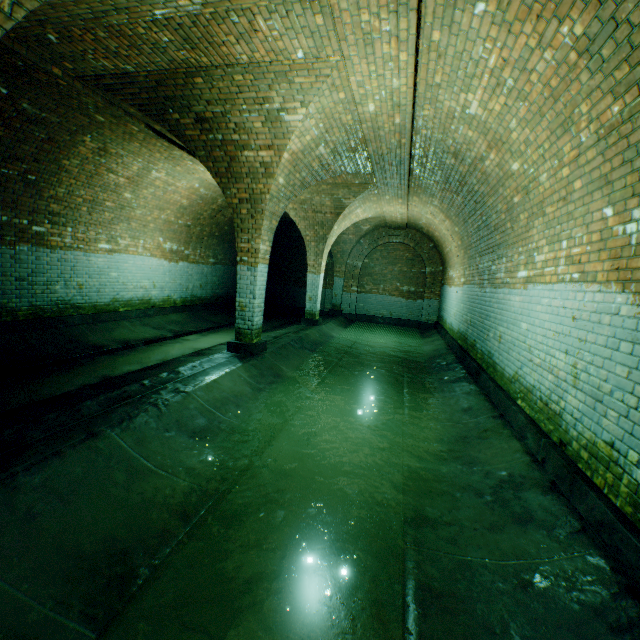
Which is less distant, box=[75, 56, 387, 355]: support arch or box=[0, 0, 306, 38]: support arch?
box=[0, 0, 306, 38]: support arch

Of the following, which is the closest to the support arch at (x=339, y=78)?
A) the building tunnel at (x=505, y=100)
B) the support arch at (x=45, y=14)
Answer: the building tunnel at (x=505, y=100)

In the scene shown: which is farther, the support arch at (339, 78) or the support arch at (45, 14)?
the support arch at (339, 78)

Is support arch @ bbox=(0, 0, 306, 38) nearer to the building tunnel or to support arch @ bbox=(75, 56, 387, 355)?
the building tunnel

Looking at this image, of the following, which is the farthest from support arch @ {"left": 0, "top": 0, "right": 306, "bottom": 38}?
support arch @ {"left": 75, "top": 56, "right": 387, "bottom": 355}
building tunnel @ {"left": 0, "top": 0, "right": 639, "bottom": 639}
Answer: support arch @ {"left": 75, "top": 56, "right": 387, "bottom": 355}

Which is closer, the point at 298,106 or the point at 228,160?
the point at 298,106

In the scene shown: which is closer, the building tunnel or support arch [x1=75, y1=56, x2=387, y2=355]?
the building tunnel
